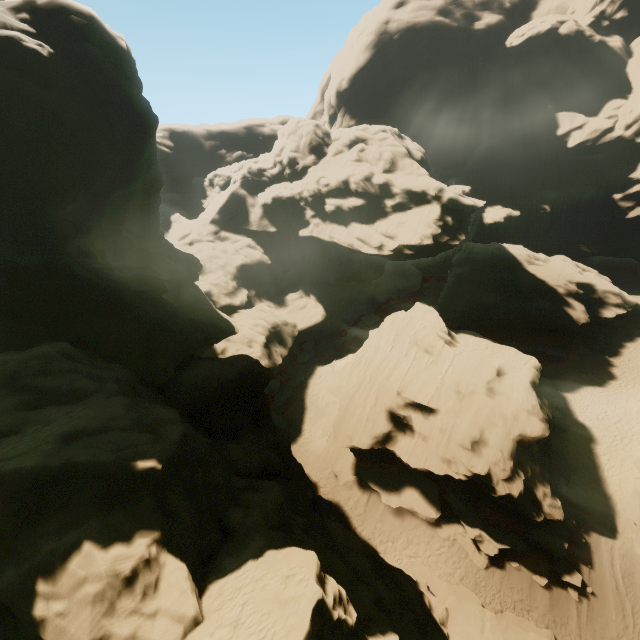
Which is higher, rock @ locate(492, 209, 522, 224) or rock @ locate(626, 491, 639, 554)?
rock @ locate(492, 209, 522, 224)

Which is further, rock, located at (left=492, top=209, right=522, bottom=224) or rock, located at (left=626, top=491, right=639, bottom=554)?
rock, located at (left=492, top=209, right=522, bottom=224)

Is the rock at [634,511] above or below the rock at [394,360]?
below

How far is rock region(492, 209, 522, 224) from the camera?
59.47m

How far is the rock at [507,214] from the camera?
59.5m

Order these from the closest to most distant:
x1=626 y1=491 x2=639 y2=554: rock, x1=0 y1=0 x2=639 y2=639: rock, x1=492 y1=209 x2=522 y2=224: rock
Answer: x1=0 y1=0 x2=639 y2=639: rock < x1=626 y1=491 x2=639 y2=554: rock < x1=492 y1=209 x2=522 y2=224: rock

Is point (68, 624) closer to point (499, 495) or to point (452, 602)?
point (452, 602)
